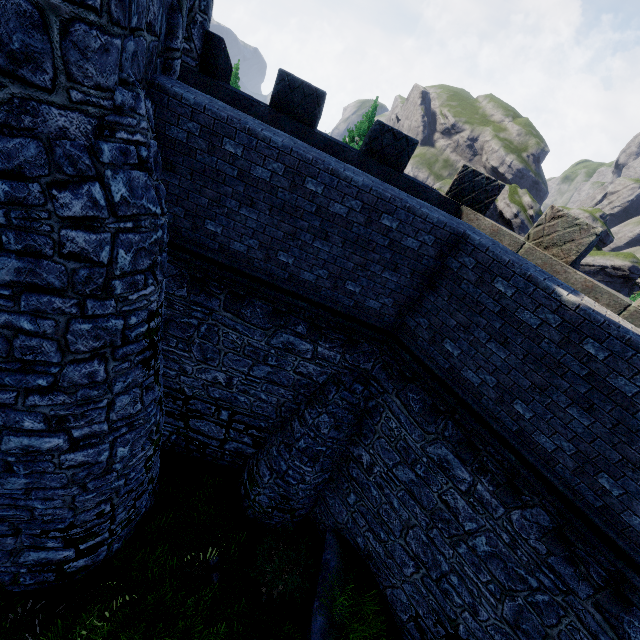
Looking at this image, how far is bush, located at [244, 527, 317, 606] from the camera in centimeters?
907cm

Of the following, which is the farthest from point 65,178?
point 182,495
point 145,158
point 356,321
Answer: point 182,495

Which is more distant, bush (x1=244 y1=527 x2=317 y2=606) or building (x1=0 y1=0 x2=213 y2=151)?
bush (x1=244 y1=527 x2=317 y2=606)

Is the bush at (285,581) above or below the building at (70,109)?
below

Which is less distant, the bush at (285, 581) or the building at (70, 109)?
the building at (70, 109)

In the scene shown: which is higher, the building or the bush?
the building
